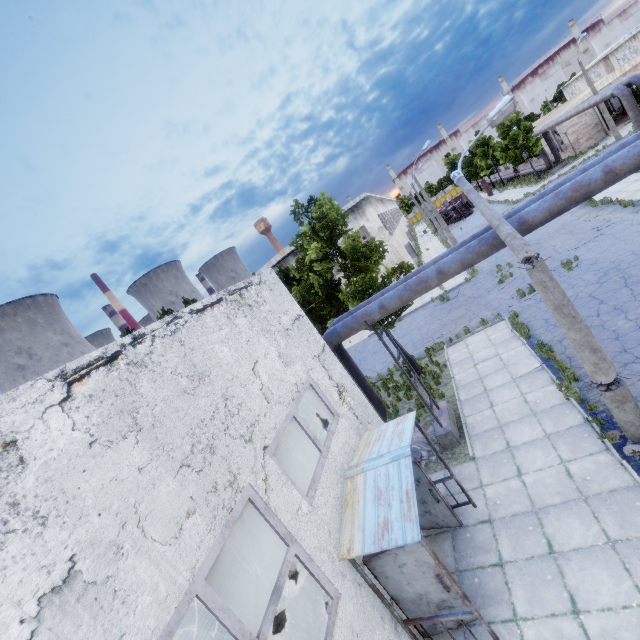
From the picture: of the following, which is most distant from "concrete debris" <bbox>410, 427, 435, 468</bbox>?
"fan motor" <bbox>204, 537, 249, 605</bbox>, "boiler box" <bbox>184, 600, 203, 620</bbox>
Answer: "boiler box" <bbox>184, 600, 203, 620</bbox>

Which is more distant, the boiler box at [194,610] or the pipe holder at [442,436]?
the boiler box at [194,610]

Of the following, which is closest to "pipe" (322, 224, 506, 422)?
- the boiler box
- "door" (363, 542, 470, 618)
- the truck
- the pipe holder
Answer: the pipe holder

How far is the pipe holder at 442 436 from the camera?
10.2m

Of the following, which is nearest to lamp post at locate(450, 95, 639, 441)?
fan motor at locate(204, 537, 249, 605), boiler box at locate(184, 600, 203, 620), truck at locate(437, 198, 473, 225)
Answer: fan motor at locate(204, 537, 249, 605)

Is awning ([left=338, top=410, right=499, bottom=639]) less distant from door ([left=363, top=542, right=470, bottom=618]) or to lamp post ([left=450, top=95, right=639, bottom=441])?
door ([left=363, top=542, right=470, bottom=618])

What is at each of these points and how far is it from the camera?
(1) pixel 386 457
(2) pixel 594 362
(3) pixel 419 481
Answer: (1) awning, 6.5 meters
(2) lamp post, 6.9 meters
(3) door, 7.7 meters

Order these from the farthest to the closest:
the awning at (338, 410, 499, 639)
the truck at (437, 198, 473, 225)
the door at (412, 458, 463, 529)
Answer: the truck at (437, 198, 473, 225) < the door at (412, 458, 463, 529) < the awning at (338, 410, 499, 639)
